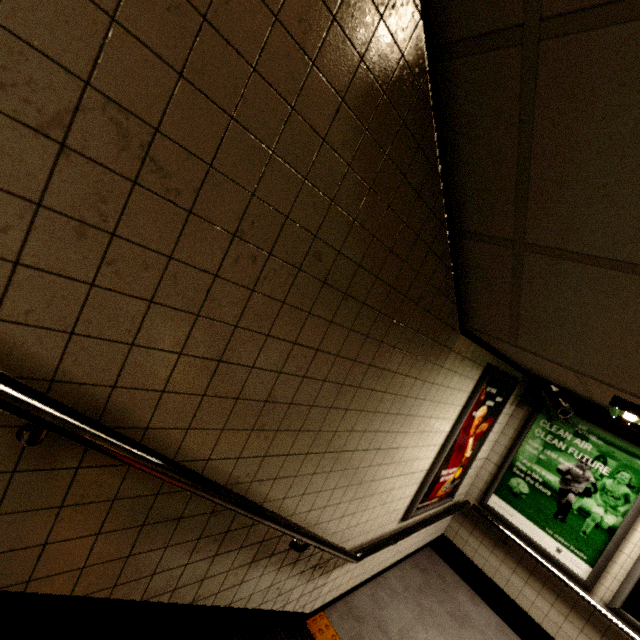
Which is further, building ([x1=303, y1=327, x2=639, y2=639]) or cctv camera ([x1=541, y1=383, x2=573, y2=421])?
cctv camera ([x1=541, y1=383, x2=573, y2=421])

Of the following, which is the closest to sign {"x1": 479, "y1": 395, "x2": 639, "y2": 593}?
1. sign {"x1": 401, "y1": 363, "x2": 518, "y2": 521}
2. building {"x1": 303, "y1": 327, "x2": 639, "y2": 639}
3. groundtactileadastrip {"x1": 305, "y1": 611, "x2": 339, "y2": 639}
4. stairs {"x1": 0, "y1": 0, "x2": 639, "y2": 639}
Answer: building {"x1": 303, "y1": 327, "x2": 639, "y2": 639}

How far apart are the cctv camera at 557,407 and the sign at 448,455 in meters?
0.4

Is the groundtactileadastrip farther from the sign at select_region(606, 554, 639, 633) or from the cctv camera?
the cctv camera

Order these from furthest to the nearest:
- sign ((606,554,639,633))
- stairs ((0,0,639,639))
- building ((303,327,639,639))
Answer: sign ((606,554,639,633)) → building ((303,327,639,639)) → stairs ((0,0,639,639))

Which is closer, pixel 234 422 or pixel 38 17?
pixel 38 17

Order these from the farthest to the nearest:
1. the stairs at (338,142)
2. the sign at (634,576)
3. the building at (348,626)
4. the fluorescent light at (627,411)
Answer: the sign at (634,576), the building at (348,626), the fluorescent light at (627,411), the stairs at (338,142)

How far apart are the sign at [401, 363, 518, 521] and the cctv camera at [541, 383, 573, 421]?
0.43m
